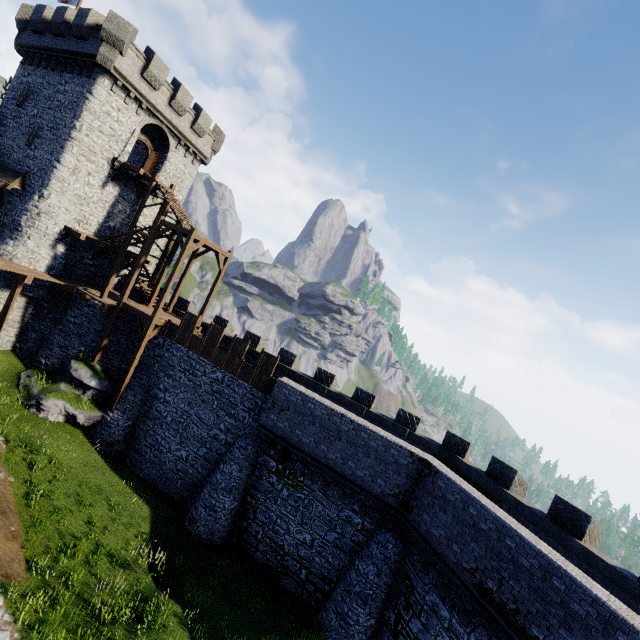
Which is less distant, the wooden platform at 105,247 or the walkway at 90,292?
the walkway at 90,292

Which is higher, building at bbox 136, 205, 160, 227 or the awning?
building at bbox 136, 205, 160, 227

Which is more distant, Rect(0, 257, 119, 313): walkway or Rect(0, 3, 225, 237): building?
Rect(0, 3, 225, 237): building

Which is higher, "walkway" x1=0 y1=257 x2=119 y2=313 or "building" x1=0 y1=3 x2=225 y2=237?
"building" x1=0 y1=3 x2=225 y2=237

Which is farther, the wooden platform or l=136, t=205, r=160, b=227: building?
l=136, t=205, r=160, b=227: building

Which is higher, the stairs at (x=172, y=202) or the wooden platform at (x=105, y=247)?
the stairs at (x=172, y=202)

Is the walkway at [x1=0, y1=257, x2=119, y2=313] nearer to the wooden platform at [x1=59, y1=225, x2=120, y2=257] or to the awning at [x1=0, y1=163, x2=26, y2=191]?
the wooden platform at [x1=59, y1=225, x2=120, y2=257]

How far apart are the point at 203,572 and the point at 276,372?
10.83m
